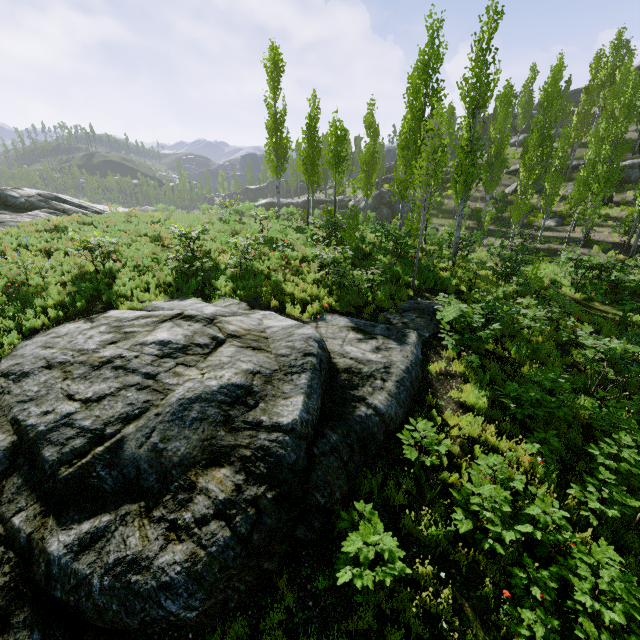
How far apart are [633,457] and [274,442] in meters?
7.8 m

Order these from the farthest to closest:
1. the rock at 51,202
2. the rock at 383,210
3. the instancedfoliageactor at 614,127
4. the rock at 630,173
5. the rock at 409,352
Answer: the rock at 383,210 < the rock at 630,173 < the rock at 51,202 < the instancedfoliageactor at 614,127 < the rock at 409,352

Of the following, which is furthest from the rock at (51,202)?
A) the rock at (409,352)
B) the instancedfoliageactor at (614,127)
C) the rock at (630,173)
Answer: the rock at (630,173)

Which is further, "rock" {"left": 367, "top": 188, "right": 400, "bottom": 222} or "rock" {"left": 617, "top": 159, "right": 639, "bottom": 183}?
"rock" {"left": 367, "top": 188, "right": 400, "bottom": 222}

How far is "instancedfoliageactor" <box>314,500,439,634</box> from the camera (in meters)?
4.06

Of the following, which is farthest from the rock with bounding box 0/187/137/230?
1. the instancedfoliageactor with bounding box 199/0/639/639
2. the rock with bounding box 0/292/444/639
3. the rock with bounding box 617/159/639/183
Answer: the rock with bounding box 617/159/639/183

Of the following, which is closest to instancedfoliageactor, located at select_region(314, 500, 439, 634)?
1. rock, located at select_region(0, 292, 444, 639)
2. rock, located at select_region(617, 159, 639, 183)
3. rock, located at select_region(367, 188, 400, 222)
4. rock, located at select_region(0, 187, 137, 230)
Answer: rock, located at select_region(617, 159, 639, 183)

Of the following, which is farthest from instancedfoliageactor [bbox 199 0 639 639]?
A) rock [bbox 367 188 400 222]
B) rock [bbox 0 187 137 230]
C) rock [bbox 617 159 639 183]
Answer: rock [bbox 0 187 137 230]
